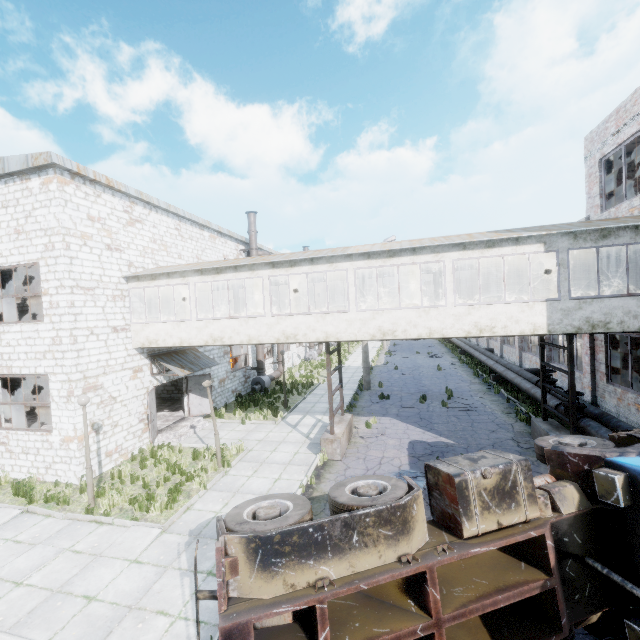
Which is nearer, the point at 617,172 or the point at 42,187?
the point at 42,187

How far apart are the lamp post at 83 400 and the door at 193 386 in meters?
7.2 m

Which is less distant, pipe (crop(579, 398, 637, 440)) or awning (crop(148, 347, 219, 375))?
pipe (crop(579, 398, 637, 440))

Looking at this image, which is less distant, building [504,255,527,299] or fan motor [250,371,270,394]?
building [504,255,527,299]

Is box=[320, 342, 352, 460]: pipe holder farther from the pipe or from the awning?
the awning

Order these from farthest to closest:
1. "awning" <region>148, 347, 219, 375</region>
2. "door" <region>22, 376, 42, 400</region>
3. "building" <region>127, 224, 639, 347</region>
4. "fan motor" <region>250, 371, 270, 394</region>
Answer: "door" <region>22, 376, 42, 400</region> < "fan motor" <region>250, 371, 270, 394</region> < "awning" <region>148, 347, 219, 375</region> < "building" <region>127, 224, 639, 347</region>

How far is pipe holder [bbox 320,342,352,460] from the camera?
11.95m

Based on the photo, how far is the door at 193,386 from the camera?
17.0 meters
